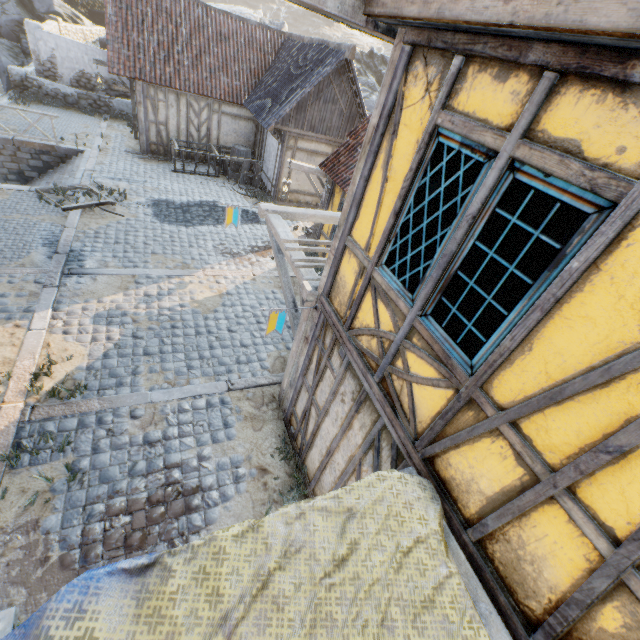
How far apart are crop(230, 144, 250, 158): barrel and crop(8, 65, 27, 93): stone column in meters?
11.4

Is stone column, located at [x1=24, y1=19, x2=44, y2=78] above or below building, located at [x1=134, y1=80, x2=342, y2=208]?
above

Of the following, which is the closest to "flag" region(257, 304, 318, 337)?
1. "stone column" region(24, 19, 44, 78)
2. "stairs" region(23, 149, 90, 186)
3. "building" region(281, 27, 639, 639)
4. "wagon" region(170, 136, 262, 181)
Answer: "building" region(281, 27, 639, 639)

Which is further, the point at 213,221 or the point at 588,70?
the point at 213,221

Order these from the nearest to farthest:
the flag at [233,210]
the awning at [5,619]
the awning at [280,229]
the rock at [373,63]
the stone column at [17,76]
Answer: the awning at [5,619]
the awning at [280,229]
the flag at [233,210]
the stone column at [17,76]
the rock at [373,63]

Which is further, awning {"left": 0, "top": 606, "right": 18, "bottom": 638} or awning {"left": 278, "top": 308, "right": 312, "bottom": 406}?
awning {"left": 278, "top": 308, "right": 312, "bottom": 406}

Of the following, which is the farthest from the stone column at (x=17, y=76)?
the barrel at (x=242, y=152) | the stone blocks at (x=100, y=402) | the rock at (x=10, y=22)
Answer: the barrel at (x=242, y=152)

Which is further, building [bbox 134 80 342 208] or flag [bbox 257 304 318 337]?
building [bbox 134 80 342 208]
